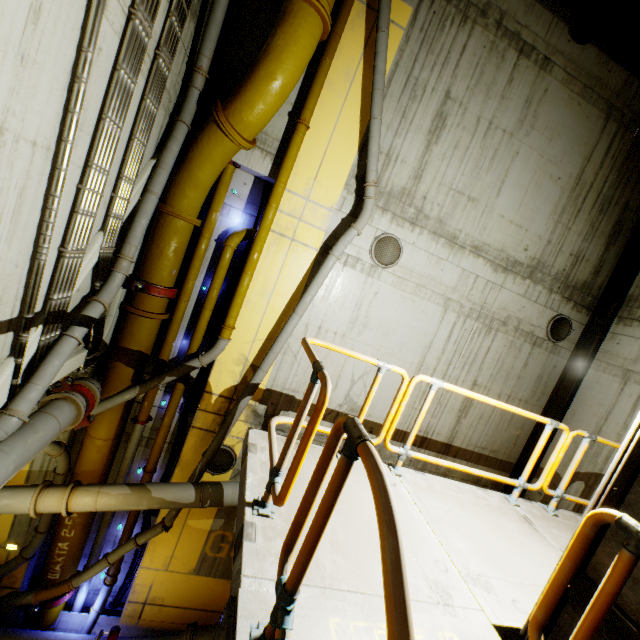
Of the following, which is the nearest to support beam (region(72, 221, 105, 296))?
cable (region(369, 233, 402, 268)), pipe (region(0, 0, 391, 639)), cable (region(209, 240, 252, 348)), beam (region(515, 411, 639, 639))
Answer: pipe (region(0, 0, 391, 639))

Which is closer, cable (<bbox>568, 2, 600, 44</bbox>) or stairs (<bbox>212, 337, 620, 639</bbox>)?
stairs (<bbox>212, 337, 620, 639</bbox>)

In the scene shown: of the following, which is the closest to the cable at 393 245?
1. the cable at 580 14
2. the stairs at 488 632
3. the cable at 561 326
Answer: the stairs at 488 632

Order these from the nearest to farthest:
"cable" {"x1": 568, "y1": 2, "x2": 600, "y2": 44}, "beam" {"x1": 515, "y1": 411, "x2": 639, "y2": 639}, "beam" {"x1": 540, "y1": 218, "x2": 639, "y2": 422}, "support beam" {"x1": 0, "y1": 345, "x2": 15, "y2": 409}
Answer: "beam" {"x1": 515, "y1": 411, "x2": 639, "y2": 639}
"support beam" {"x1": 0, "y1": 345, "x2": 15, "y2": 409}
"cable" {"x1": 568, "y1": 2, "x2": 600, "y2": 44}
"beam" {"x1": 540, "y1": 218, "x2": 639, "y2": 422}

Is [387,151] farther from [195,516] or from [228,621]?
[195,516]

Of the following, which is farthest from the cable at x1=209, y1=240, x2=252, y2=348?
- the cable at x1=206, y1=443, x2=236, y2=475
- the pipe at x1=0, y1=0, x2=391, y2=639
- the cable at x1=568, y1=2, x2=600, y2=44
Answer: the cable at x1=568, y1=2, x2=600, y2=44

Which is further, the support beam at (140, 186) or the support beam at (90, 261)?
the support beam at (140, 186)

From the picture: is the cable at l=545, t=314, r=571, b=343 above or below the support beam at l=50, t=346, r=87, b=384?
above
